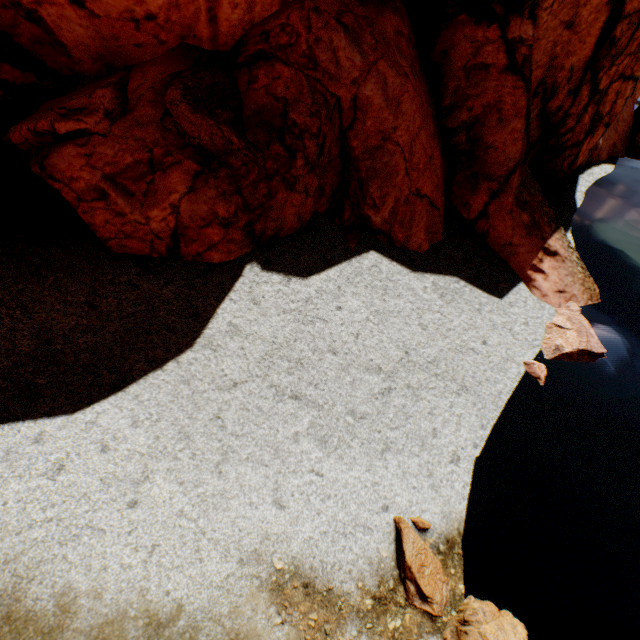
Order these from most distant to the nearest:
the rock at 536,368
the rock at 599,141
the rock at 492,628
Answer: the rock at 536,368
the rock at 599,141
the rock at 492,628

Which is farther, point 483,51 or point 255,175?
point 483,51

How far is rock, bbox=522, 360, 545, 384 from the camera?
10.1 meters

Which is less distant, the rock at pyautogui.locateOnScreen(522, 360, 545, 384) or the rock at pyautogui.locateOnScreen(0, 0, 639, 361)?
the rock at pyautogui.locateOnScreen(0, 0, 639, 361)

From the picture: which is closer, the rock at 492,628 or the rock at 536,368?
the rock at 492,628

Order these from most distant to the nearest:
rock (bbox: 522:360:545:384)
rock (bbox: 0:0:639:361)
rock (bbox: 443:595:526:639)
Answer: rock (bbox: 522:360:545:384), rock (bbox: 0:0:639:361), rock (bbox: 443:595:526:639)
